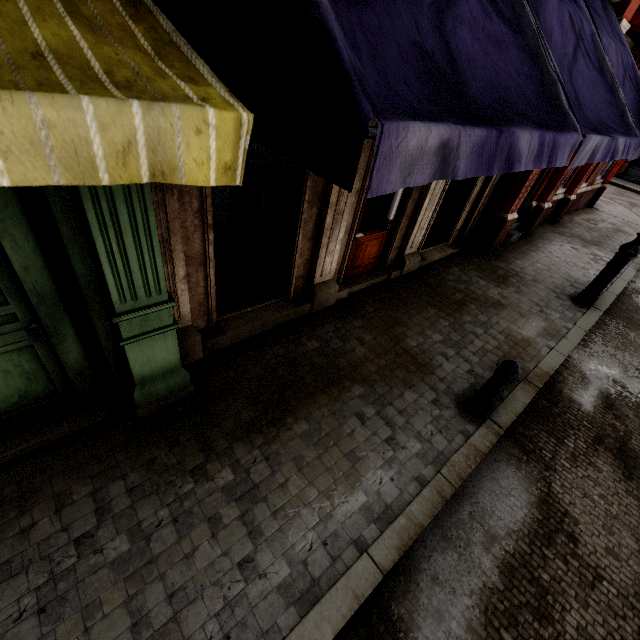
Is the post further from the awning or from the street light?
the street light

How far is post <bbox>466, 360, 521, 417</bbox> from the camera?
3.9m

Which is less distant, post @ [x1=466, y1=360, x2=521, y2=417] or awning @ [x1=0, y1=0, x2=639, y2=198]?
awning @ [x1=0, y1=0, x2=639, y2=198]

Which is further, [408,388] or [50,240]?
[408,388]

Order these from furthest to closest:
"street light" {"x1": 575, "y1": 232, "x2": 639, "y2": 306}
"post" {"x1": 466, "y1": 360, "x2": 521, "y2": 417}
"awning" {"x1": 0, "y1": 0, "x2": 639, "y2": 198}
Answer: "street light" {"x1": 575, "y1": 232, "x2": 639, "y2": 306} < "post" {"x1": 466, "y1": 360, "x2": 521, "y2": 417} < "awning" {"x1": 0, "y1": 0, "x2": 639, "y2": 198}

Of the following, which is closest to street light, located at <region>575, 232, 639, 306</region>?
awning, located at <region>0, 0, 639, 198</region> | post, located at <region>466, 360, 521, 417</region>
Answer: awning, located at <region>0, 0, 639, 198</region>

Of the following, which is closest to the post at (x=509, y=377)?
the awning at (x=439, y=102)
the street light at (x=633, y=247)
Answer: the awning at (x=439, y=102)
